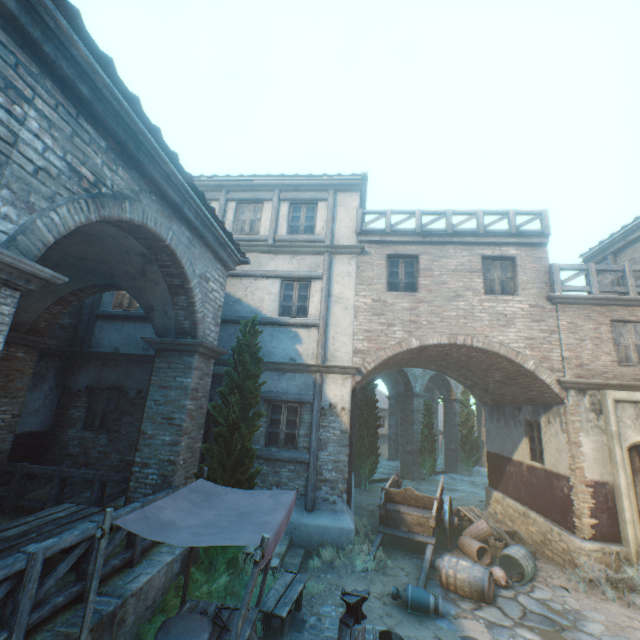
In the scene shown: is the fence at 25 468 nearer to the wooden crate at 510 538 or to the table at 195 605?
the table at 195 605

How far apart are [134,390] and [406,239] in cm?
1013

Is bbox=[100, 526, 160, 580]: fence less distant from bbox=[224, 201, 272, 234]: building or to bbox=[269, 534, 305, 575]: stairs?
bbox=[224, 201, 272, 234]: building

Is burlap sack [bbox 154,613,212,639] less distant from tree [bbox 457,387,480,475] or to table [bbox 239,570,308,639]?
table [bbox 239,570,308,639]

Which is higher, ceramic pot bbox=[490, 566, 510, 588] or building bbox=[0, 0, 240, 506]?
building bbox=[0, 0, 240, 506]

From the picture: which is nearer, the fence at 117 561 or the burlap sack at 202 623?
the burlap sack at 202 623

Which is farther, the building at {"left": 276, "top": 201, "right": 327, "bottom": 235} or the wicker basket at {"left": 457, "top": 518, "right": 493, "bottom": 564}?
the building at {"left": 276, "top": 201, "right": 327, "bottom": 235}

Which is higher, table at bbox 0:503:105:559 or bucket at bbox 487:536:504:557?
table at bbox 0:503:105:559
